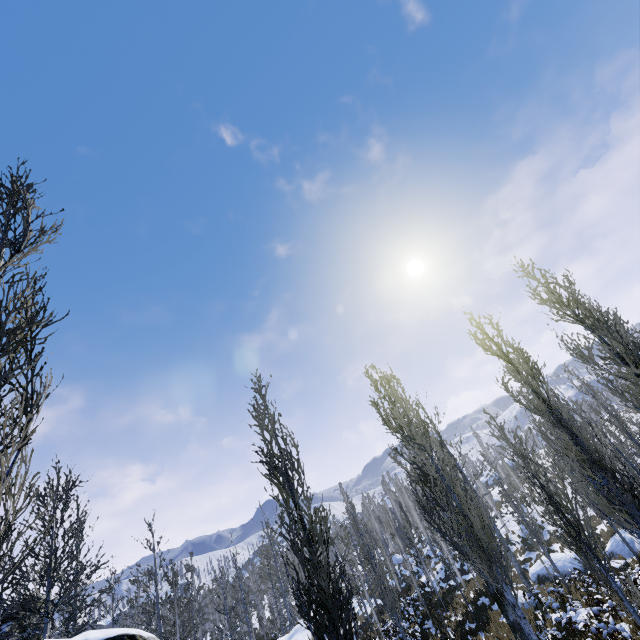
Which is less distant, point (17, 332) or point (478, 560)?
point (17, 332)

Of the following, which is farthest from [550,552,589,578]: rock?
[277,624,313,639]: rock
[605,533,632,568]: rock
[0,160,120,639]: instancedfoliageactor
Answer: [277,624,313,639]: rock

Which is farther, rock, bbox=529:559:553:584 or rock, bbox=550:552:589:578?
rock, bbox=529:559:553:584

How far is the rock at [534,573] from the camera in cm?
2101

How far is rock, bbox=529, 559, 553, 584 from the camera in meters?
21.0

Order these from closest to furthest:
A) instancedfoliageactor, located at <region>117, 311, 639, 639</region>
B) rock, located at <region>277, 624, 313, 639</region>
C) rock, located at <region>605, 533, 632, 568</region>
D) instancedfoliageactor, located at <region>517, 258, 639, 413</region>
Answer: instancedfoliageactor, located at <region>117, 311, 639, 639</region> → instancedfoliageactor, located at <region>517, 258, 639, 413</region> → rock, located at <region>277, 624, 313, 639</region> → rock, located at <region>605, 533, 632, 568</region>

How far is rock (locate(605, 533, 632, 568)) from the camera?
17.2m

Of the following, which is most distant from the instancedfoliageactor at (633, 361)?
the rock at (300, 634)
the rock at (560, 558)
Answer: the rock at (560, 558)
